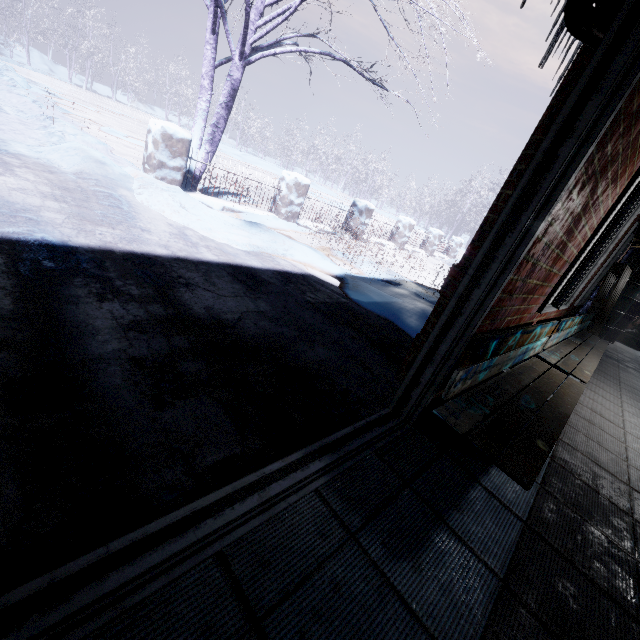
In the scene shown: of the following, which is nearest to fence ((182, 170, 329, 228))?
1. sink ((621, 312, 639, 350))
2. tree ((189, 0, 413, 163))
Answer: tree ((189, 0, 413, 163))

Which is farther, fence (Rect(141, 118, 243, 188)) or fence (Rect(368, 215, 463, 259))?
fence (Rect(368, 215, 463, 259))

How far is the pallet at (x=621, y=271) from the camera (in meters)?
5.76

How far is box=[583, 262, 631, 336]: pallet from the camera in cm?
576

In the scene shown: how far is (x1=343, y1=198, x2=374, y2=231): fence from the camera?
7.7 meters

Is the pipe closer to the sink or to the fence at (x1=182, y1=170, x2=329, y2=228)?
the fence at (x1=182, y1=170, x2=329, y2=228)

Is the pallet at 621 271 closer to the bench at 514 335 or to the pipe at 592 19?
the bench at 514 335

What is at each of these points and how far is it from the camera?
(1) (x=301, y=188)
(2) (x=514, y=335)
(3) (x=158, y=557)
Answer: (1) fence, 6.1m
(2) bench, 1.7m
(3) door, 0.7m
